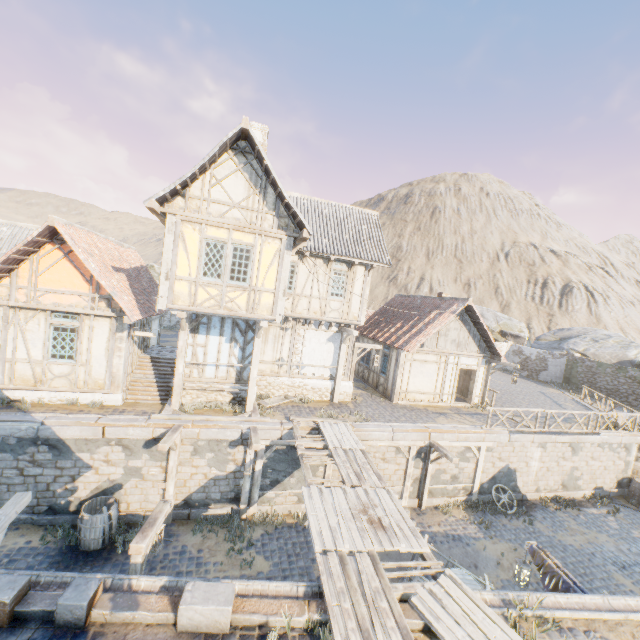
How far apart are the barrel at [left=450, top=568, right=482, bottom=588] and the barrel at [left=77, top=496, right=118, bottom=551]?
9.3m

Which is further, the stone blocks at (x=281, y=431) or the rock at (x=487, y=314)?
the rock at (x=487, y=314)

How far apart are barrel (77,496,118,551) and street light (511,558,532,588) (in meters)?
11.24

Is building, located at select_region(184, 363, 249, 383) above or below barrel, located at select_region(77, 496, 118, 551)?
above

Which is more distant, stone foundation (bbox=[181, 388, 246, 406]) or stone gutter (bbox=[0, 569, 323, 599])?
stone foundation (bbox=[181, 388, 246, 406])

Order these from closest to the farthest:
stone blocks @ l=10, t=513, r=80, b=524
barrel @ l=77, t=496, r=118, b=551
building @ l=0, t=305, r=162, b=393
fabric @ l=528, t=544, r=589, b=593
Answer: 1. fabric @ l=528, t=544, r=589, b=593
2. barrel @ l=77, t=496, r=118, b=551
3. stone blocks @ l=10, t=513, r=80, b=524
4. building @ l=0, t=305, r=162, b=393

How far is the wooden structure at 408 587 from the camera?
5.5m

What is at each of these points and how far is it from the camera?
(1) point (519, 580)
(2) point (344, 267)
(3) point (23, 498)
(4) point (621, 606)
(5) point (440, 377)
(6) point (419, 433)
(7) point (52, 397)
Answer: (1) street light, 7.9 meters
(2) building, 15.2 meters
(3) wooden structure, 6.6 meters
(4) stone gutter, 6.1 meters
(5) building, 17.8 meters
(6) stone blocks, 13.4 meters
(7) stone foundation, 11.3 meters
